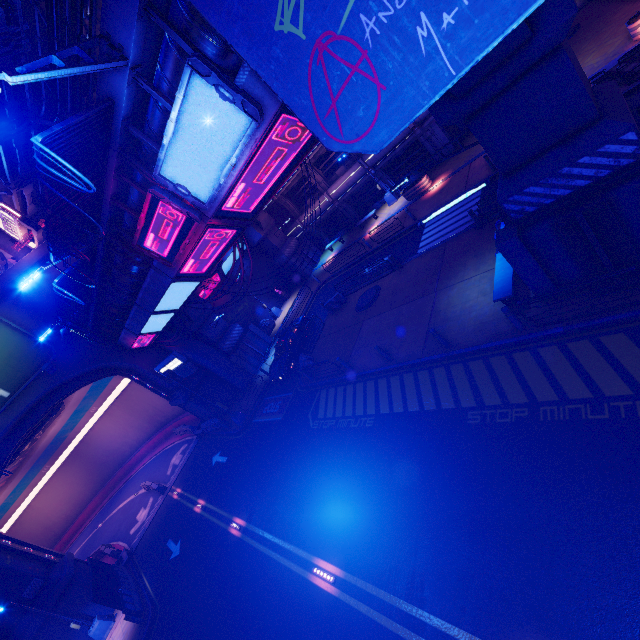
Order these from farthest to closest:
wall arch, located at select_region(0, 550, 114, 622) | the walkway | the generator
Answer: the generator, wall arch, located at select_region(0, 550, 114, 622), the walkway

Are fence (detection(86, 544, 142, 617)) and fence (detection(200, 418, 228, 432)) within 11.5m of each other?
yes

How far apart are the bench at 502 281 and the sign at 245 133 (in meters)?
9.02

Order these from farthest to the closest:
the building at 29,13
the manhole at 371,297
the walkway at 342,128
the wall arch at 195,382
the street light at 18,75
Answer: the building at 29,13 → the wall arch at 195,382 → the manhole at 371,297 → the street light at 18,75 → the walkway at 342,128

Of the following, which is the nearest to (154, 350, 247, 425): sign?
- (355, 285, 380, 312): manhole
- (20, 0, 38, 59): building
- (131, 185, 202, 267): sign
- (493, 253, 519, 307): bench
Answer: (131, 185, 202, 267): sign

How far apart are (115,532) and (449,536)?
37.10m

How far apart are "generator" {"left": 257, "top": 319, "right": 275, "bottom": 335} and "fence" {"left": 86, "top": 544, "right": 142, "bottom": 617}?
19.86m

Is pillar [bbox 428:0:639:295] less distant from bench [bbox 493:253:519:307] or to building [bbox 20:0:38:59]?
bench [bbox 493:253:519:307]
